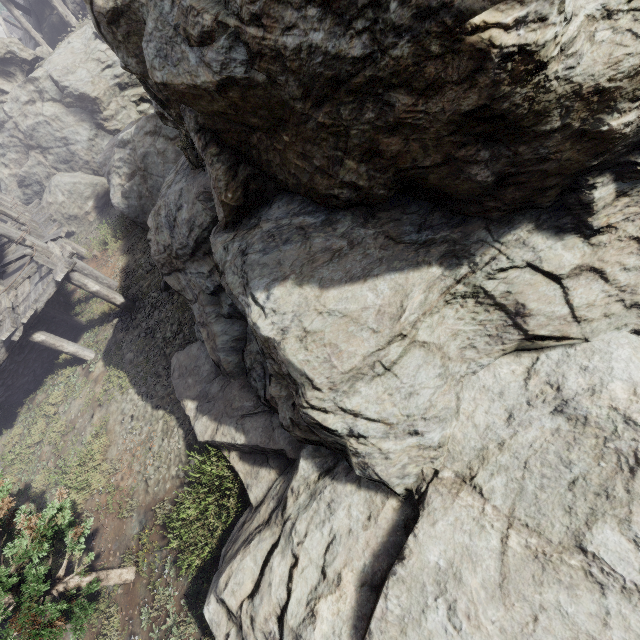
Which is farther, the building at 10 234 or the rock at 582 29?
the building at 10 234

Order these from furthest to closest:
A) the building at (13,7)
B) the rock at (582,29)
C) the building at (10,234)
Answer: the building at (13,7), the building at (10,234), the rock at (582,29)

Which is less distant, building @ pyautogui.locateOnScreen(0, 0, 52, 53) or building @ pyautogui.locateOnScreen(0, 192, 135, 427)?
building @ pyautogui.locateOnScreen(0, 192, 135, 427)

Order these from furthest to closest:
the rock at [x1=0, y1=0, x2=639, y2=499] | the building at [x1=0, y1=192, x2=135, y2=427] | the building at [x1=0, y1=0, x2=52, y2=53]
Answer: the building at [x1=0, y1=0, x2=52, y2=53], the building at [x1=0, y1=192, x2=135, y2=427], the rock at [x1=0, y1=0, x2=639, y2=499]

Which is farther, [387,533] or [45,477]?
[45,477]

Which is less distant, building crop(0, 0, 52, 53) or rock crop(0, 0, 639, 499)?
rock crop(0, 0, 639, 499)
